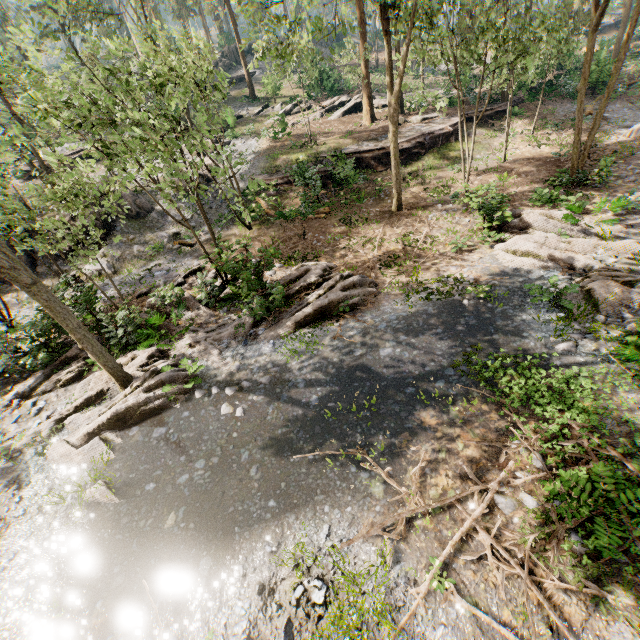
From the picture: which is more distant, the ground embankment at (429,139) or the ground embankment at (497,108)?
the ground embankment at (497,108)

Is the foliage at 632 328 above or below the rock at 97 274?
below

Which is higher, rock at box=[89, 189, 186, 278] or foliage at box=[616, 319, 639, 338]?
rock at box=[89, 189, 186, 278]

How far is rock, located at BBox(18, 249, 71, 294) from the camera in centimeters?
1227cm

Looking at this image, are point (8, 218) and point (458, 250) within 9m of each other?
no

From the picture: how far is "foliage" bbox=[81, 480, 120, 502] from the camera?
7.6m
